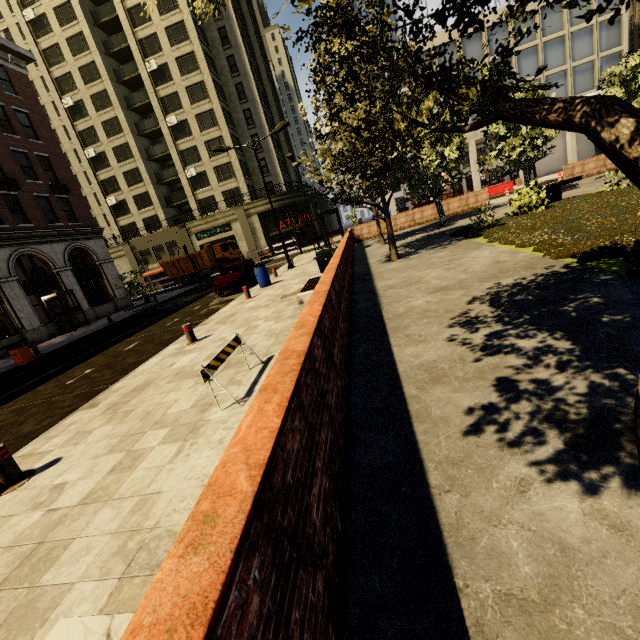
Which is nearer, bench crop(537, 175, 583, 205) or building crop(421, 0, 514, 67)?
bench crop(537, 175, 583, 205)

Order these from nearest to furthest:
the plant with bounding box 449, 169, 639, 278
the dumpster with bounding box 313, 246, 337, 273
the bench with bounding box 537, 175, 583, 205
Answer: the plant with bounding box 449, 169, 639, 278 < the dumpster with bounding box 313, 246, 337, 273 < the bench with bounding box 537, 175, 583, 205

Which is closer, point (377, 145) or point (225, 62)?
point (377, 145)

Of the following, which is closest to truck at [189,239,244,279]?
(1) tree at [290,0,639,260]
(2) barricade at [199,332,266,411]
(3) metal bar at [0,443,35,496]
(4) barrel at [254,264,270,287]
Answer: (1) tree at [290,0,639,260]

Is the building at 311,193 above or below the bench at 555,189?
above

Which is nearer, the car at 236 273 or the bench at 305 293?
the bench at 305 293

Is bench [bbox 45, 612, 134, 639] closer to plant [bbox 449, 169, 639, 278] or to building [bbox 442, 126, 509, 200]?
plant [bbox 449, 169, 639, 278]

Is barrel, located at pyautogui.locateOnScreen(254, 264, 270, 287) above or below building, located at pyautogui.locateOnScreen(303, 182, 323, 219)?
below
